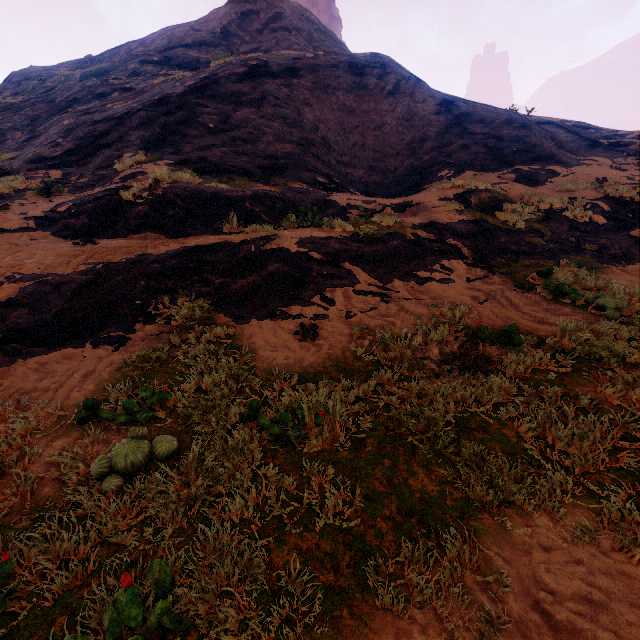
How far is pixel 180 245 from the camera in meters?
6.5 m
